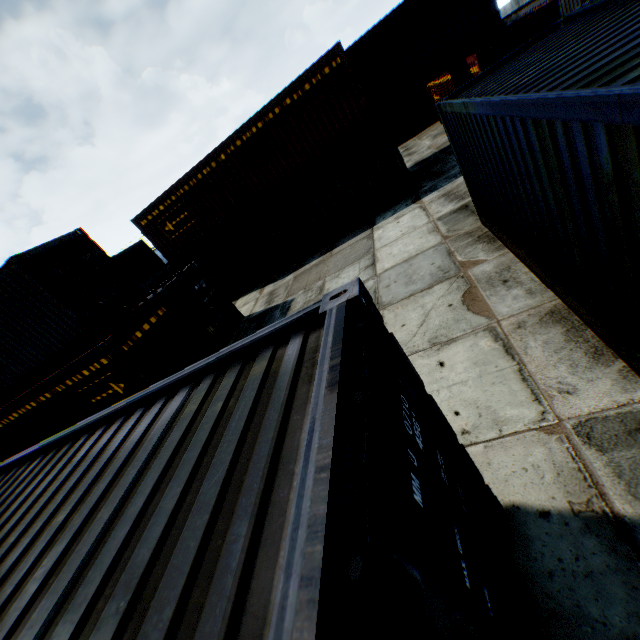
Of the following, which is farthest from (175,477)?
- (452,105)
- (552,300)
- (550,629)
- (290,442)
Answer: (452,105)
